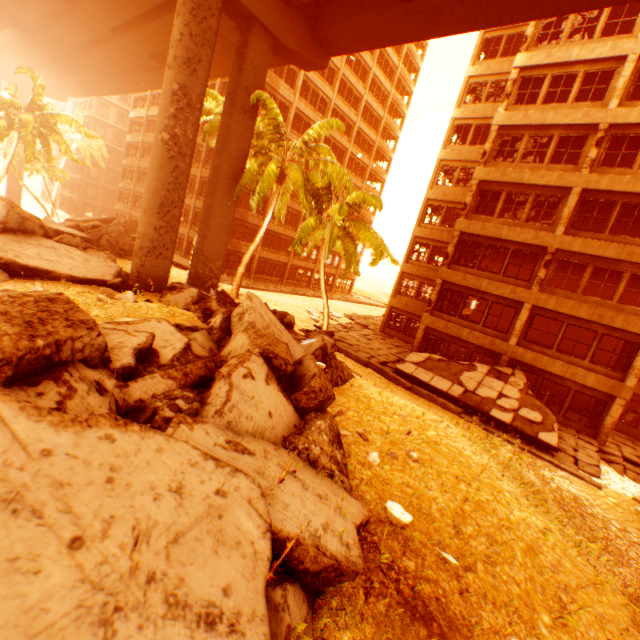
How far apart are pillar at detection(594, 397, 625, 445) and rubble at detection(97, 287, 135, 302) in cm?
2134

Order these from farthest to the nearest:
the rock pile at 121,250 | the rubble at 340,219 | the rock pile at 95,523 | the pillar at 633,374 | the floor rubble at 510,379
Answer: the rubble at 340,219
the pillar at 633,374
the floor rubble at 510,379
the rock pile at 121,250
the rock pile at 95,523

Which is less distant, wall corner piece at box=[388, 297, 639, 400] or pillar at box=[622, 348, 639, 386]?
pillar at box=[622, 348, 639, 386]

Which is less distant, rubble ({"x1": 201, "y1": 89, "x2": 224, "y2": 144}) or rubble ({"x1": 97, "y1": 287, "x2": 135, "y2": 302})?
rubble ({"x1": 97, "y1": 287, "x2": 135, "y2": 302})

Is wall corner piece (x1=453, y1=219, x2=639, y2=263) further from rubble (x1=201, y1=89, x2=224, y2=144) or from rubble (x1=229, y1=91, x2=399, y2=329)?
rubble (x1=229, y1=91, x2=399, y2=329)

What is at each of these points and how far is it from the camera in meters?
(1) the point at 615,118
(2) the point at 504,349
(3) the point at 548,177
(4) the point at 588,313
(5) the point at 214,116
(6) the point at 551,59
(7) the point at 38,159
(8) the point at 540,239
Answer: (1) wall corner piece, 15.0
(2) wall corner piece, 17.5
(3) wall corner piece, 16.5
(4) wall corner piece, 15.4
(5) rubble, 21.8
(6) wall corner piece, 16.6
(7) rubble, 25.1
(8) wall corner piece, 16.7

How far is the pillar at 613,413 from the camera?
14.7 meters

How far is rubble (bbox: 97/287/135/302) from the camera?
11.0 meters
